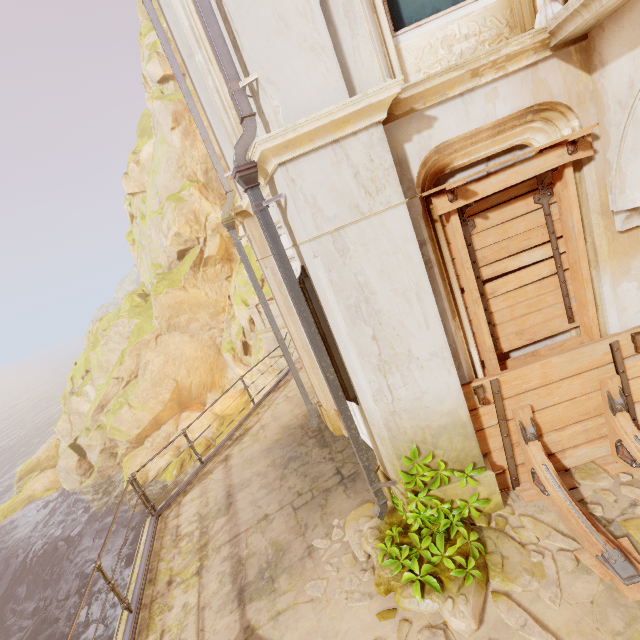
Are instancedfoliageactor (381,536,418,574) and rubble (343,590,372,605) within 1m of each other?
yes

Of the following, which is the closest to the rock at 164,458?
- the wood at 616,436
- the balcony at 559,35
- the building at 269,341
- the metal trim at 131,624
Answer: the building at 269,341

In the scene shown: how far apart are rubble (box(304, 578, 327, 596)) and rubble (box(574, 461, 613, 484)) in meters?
3.3 m

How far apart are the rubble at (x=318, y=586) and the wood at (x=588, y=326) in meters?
3.2 m

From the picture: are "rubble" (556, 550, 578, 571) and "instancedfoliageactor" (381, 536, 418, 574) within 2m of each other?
yes

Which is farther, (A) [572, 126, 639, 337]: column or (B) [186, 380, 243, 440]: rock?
(B) [186, 380, 243, 440]: rock

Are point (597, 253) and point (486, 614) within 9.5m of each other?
yes

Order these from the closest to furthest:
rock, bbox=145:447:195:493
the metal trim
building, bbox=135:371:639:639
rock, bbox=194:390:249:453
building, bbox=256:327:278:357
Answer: building, bbox=135:371:639:639
the metal trim
building, bbox=256:327:278:357
rock, bbox=145:447:195:493
rock, bbox=194:390:249:453
